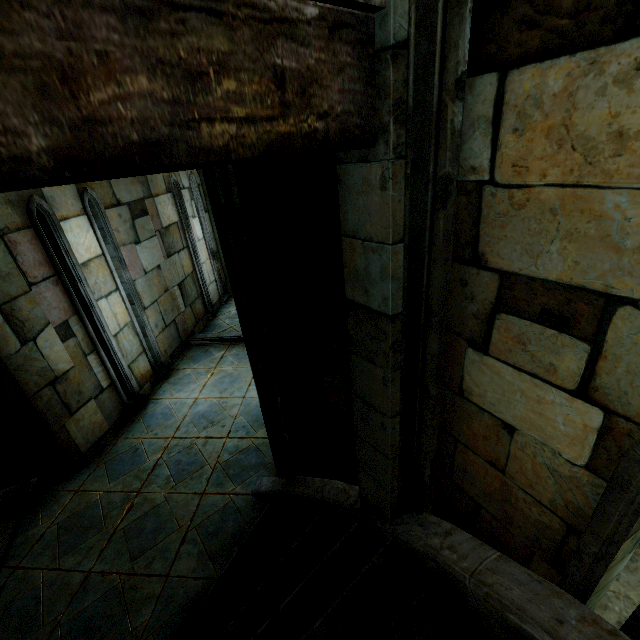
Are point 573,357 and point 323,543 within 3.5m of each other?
yes
